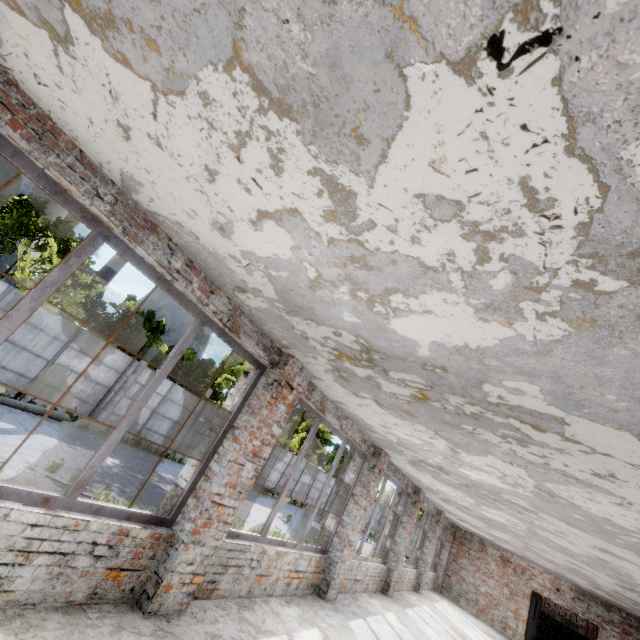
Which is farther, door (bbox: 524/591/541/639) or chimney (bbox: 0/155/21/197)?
chimney (bbox: 0/155/21/197)

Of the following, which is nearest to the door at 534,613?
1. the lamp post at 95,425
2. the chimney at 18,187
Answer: the lamp post at 95,425

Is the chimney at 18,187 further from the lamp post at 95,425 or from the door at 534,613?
the door at 534,613

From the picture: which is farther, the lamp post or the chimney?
the chimney

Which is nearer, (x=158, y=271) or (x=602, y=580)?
(x=158, y=271)

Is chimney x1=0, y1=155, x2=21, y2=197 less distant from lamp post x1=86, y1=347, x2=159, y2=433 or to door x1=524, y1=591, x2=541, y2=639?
lamp post x1=86, y1=347, x2=159, y2=433

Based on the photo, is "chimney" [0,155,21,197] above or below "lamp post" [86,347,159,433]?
above
